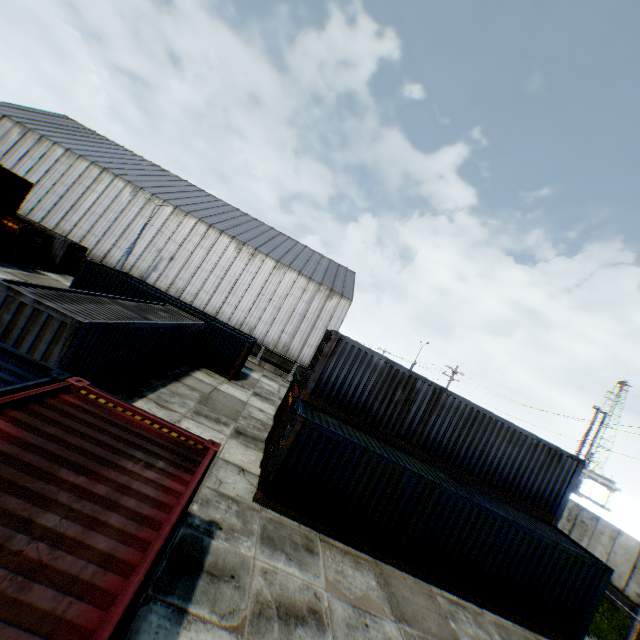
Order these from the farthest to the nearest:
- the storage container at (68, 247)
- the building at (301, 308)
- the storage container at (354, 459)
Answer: the building at (301, 308), the storage container at (68, 247), the storage container at (354, 459)

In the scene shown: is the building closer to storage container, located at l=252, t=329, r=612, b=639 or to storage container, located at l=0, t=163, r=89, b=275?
storage container, located at l=0, t=163, r=89, b=275

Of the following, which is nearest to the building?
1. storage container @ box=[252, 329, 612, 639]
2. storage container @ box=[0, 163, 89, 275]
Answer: storage container @ box=[0, 163, 89, 275]

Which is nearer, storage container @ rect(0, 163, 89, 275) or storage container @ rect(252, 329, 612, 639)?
storage container @ rect(252, 329, 612, 639)

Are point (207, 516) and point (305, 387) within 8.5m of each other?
yes

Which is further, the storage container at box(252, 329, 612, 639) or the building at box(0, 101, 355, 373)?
the building at box(0, 101, 355, 373)

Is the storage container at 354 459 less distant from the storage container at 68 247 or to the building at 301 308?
the building at 301 308
